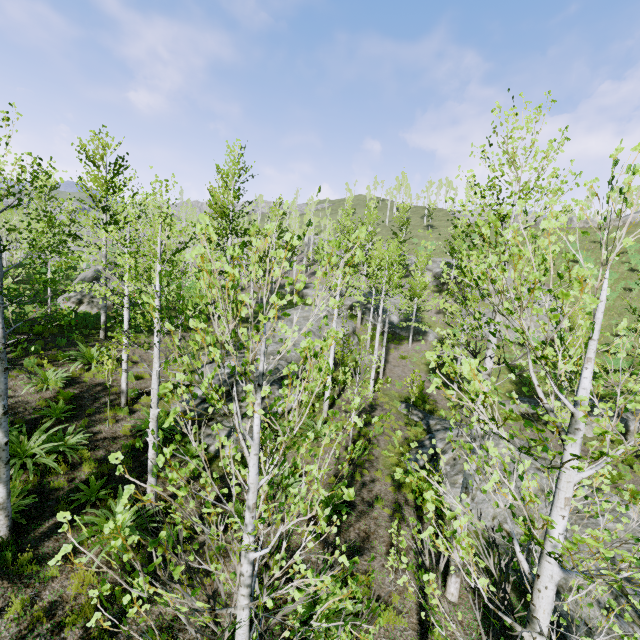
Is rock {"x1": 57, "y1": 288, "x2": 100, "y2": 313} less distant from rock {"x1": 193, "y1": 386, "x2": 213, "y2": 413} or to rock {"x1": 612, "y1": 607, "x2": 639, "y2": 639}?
rock {"x1": 193, "y1": 386, "x2": 213, "y2": 413}

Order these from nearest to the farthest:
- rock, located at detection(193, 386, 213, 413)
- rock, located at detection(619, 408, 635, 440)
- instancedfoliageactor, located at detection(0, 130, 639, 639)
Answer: instancedfoliageactor, located at detection(0, 130, 639, 639) → rock, located at detection(193, 386, 213, 413) → rock, located at detection(619, 408, 635, 440)

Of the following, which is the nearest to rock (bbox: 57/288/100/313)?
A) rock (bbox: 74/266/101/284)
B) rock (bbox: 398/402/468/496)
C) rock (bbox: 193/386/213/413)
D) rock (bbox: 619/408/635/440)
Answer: rock (bbox: 74/266/101/284)

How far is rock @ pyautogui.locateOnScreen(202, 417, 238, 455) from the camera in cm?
1088

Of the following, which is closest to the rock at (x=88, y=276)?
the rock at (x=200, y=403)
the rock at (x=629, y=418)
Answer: the rock at (x=200, y=403)

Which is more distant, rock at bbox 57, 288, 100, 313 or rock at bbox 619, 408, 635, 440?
rock at bbox 57, 288, 100, 313

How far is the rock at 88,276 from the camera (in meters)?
27.50

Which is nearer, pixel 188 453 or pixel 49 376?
pixel 188 453
